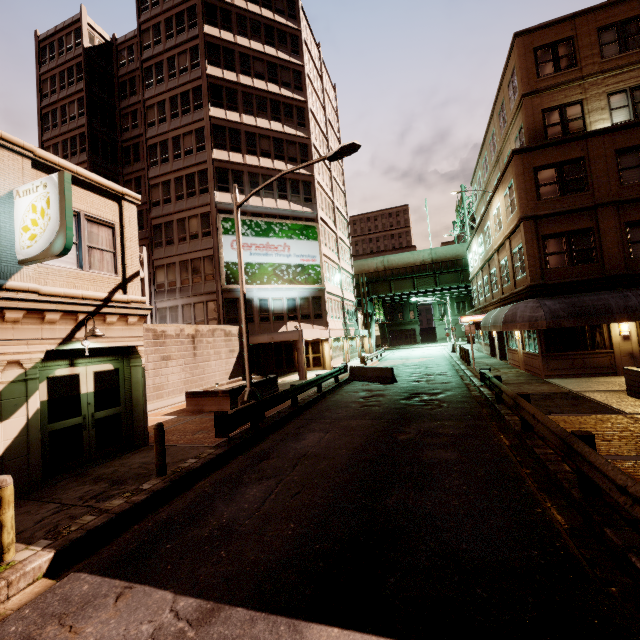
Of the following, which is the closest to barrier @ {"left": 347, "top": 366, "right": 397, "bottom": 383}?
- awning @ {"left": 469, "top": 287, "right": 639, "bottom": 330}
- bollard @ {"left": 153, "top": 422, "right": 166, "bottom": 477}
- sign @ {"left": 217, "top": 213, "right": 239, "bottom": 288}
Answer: awning @ {"left": 469, "top": 287, "right": 639, "bottom": 330}

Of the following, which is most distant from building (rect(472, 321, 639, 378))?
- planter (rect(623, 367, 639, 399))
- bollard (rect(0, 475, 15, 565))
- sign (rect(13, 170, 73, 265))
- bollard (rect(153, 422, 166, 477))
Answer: bollard (rect(0, 475, 15, 565))

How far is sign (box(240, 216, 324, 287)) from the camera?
27.25m

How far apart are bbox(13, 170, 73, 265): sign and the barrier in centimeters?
1639cm

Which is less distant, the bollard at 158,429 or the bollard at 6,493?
the bollard at 6,493

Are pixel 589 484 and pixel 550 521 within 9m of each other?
yes

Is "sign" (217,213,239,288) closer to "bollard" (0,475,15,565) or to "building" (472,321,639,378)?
"building" (472,321,639,378)

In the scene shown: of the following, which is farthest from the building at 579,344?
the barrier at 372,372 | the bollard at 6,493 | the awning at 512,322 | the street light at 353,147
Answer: the bollard at 6,493
